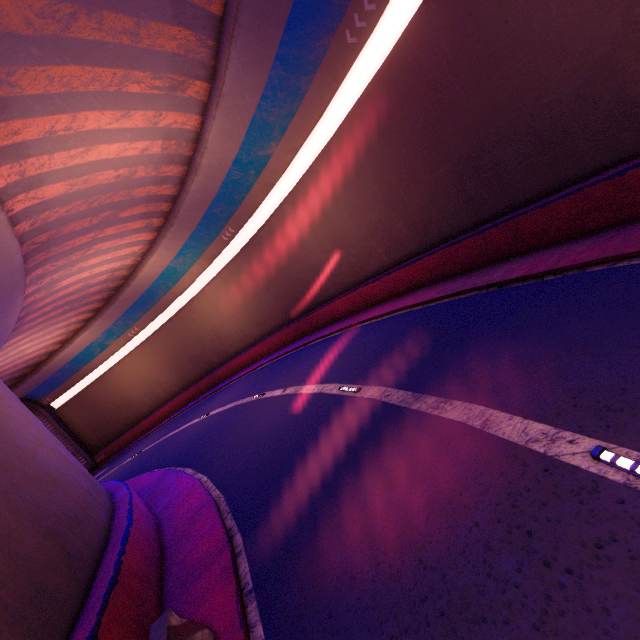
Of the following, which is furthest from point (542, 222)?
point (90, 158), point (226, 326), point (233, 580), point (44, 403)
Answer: point (44, 403)

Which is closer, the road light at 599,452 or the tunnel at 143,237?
the road light at 599,452

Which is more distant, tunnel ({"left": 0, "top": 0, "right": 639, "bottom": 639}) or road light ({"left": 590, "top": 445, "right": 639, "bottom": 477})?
tunnel ({"left": 0, "top": 0, "right": 639, "bottom": 639})

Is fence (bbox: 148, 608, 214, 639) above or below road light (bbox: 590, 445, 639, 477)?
above

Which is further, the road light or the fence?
the fence

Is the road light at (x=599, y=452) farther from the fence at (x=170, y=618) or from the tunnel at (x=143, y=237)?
the fence at (x=170, y=618)

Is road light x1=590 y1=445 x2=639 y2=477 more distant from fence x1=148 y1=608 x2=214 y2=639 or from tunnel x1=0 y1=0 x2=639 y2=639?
fence x1=148 y1=608 x2=214 y2=639

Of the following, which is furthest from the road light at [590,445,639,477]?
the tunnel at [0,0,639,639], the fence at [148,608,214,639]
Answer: the fence at [148,608,214,639]
